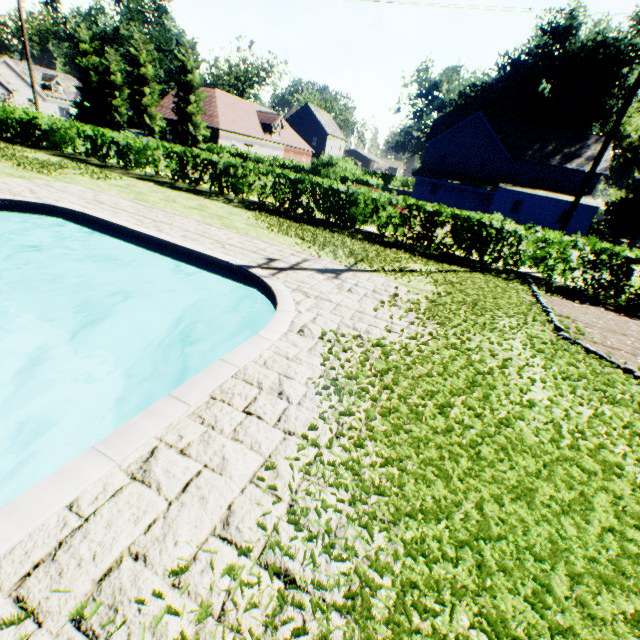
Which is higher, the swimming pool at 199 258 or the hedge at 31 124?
the hedge at 31 124

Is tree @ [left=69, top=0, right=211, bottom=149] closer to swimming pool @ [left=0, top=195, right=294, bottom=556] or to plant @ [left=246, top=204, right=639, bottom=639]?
plant @ [left=246, top=204, right=639, bottom=639]

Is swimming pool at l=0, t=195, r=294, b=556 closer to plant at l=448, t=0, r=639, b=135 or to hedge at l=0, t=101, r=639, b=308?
plant at l=448, t=0, r=639, b=135

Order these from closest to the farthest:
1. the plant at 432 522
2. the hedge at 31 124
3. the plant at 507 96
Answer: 1. the plant at 432 522
2. the hedge at 31 124
3. the plant at 507 96

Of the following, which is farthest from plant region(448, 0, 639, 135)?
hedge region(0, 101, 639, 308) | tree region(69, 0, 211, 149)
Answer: hedge region(0, 101, 639, 308)

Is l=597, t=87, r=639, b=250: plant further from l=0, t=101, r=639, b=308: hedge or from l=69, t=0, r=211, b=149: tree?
l=0, t=101, r=639, b=308: hedge

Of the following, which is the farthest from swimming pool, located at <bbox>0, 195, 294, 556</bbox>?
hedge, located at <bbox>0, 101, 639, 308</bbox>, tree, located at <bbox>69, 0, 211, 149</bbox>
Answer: hedge, located at <bbox>0, 101, 639, 308</bbox>

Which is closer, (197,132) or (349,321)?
(349,321)
